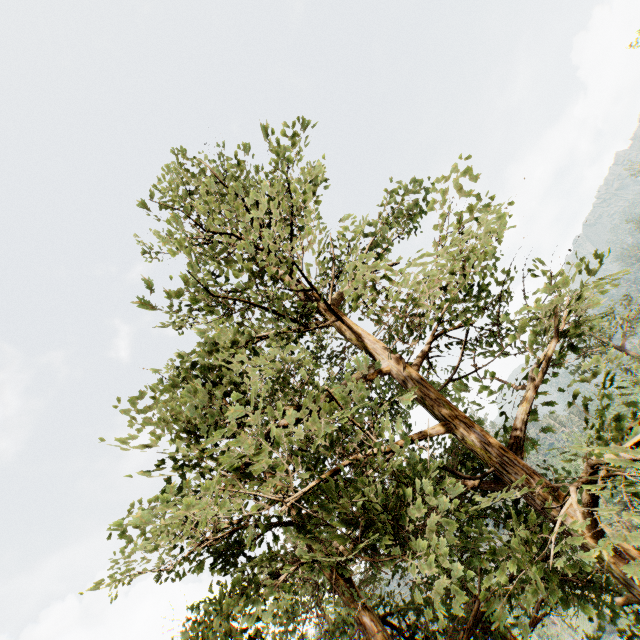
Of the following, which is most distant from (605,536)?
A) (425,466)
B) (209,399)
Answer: (209,399)
